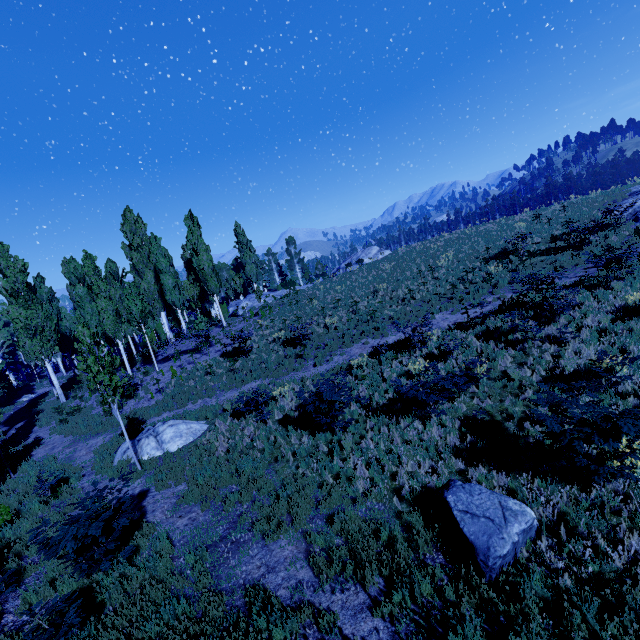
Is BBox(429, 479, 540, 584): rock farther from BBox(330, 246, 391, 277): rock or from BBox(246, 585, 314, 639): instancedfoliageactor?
BBox(330, 246, 391, 277): rock

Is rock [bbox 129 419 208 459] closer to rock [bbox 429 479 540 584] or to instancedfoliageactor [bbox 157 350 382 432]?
instancedfoliageactor [bbox 157 350 382 432]

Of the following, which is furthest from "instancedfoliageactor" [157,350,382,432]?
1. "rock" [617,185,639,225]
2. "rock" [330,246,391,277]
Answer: "rock" [617,185,639,225]

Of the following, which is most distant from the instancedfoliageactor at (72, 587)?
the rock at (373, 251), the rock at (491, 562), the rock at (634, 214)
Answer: Result: the rock at (634, 214)

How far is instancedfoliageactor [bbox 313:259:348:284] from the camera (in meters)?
31.84

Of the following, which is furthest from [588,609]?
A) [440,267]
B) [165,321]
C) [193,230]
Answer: [165,321]

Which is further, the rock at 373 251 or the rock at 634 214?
the rock at 373 251

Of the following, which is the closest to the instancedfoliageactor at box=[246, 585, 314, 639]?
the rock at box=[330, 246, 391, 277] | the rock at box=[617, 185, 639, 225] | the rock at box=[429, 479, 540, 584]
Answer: the rock at box=[429, 479, 540, 584]
